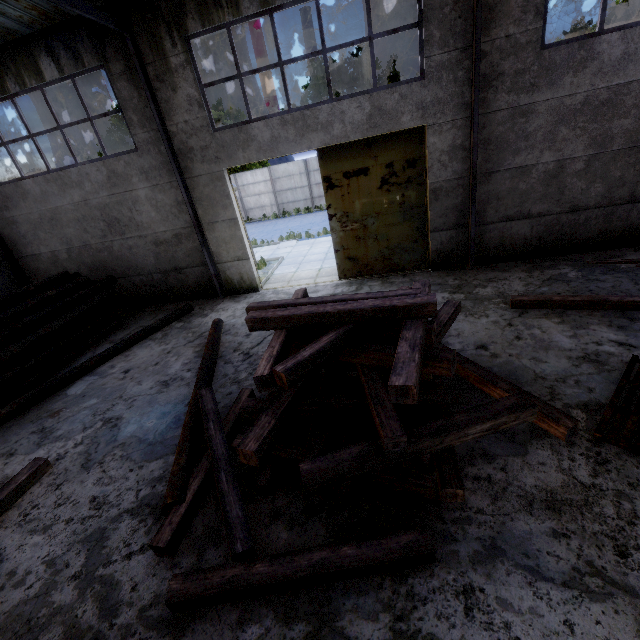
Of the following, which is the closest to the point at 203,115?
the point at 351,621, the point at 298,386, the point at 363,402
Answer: the point at 298,386

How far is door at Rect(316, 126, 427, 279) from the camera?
8.56m

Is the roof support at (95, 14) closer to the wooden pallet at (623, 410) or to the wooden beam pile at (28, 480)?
the wooden beam pile at (28, 480)

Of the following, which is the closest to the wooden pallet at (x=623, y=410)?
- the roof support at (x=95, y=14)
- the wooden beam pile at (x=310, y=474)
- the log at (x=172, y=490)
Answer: the wooden beam pile at (x=310, y=474)

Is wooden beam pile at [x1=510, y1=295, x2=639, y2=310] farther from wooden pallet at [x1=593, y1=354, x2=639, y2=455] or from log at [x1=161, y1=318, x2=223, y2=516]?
log at [x1=161, y1=318, x2=223, y2=516]

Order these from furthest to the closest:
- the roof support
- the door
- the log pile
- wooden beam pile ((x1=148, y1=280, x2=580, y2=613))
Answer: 1. the door
2. the log pile
3. the roof support
4. wooden beam pile ((x1=148, y1=280, x2=580, y2=613))

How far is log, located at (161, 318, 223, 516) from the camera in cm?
407

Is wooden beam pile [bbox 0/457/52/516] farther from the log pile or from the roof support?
the log pile
